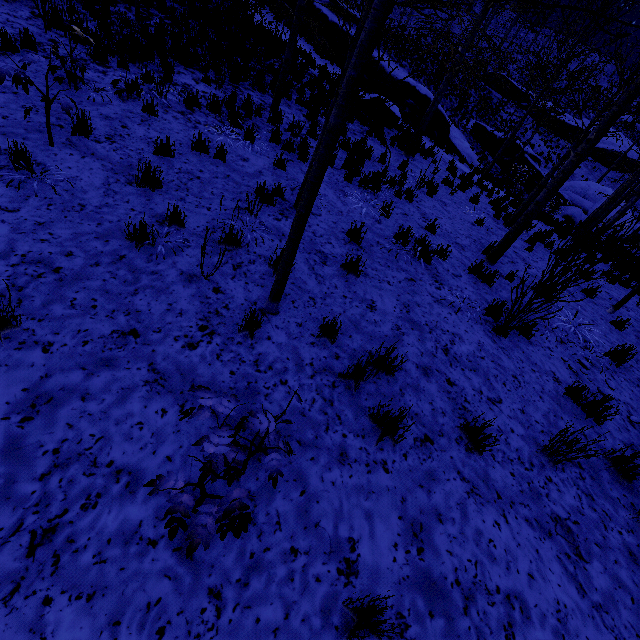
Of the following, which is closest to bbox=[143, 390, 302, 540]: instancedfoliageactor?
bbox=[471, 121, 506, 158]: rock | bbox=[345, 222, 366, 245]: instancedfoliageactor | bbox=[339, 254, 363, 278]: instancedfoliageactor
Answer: bbox=[345, 222, 366, 245]: instancedfoliageactor

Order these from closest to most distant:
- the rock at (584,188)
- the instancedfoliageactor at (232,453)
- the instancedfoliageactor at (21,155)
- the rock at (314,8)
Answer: the instancedfoliageactor at (232,453)
the instancedfoliageactor at (21,155)
the rock at (314,8)
the rock at (584,188)

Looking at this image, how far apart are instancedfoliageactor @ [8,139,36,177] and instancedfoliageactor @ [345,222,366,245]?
2.19m

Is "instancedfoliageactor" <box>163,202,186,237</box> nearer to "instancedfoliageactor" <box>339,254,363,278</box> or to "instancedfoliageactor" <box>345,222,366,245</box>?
"instancedfoliageactor" <box>345,222,366,245</box>

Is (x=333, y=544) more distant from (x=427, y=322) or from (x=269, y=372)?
(x=427, y=322)

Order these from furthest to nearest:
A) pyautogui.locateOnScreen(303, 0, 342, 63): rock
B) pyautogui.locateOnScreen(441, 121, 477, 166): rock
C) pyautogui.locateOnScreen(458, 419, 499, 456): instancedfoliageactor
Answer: pyautogui.locateOnScreen(441, 121, 477, 166): rock < pyautogui.locateOnScreen(303, 0, 342, 63): rock < pyautogui.locateOnScreen(458, 419, 499, 456): instancedfoliageactor

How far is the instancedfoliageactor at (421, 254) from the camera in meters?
6.1 m

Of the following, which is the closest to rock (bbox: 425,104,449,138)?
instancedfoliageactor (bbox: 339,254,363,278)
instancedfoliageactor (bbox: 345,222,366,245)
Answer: instancedfoliageactor (bbox: 345,222,366,245)
